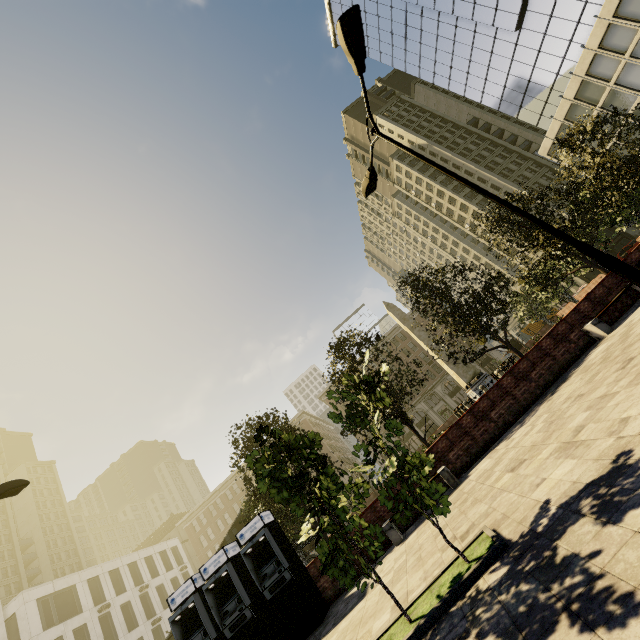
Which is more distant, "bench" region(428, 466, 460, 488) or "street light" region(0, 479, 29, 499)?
"bench" region(428, 466, 460, 488)

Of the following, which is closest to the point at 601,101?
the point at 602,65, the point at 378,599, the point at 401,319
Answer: the point at 602,65

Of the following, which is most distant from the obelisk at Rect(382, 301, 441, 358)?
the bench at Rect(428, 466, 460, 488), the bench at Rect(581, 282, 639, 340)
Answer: the bench at Rect(428, 466, 460, 488)

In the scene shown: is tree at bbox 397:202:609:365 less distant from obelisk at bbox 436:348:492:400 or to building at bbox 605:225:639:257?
building at bbox 605:225:639:257

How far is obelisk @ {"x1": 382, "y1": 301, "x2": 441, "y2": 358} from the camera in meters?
27.1 m

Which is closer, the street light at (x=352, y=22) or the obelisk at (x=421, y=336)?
the street light at (x=352, y=22)

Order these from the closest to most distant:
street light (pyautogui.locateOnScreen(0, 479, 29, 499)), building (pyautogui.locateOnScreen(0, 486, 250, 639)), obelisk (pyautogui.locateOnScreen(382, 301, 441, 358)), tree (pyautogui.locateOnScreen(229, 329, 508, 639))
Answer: tree (pyautogui.locateOnScreen(229, 329, 508, 639)), street light (pyautogui.locateOnScreen(0, 479, 29, 499)), obelisk (pyautogui.locateOnScreen(382, 301, 441, 358)), building (pyautogui.locateOnScreen(0, 486, 250, 639))

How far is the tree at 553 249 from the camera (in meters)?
15.08
